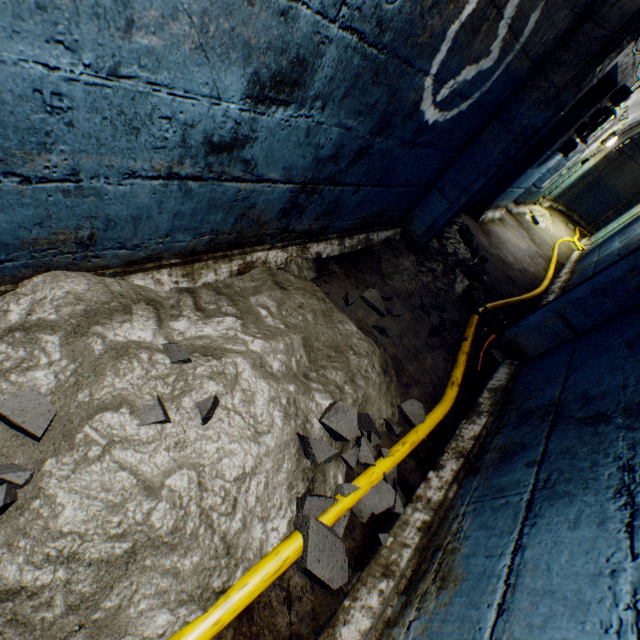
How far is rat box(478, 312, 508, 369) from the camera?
2.7 meters

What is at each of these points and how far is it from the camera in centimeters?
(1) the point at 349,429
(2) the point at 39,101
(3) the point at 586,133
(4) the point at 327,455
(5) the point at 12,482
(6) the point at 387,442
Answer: (1) rock, 156cm
(2) building tunnel, 78cm
(3) electrical box, 455cm
(4) rock, 141cm
(5) rock, 86cm
(6) building tunnel, 179cm

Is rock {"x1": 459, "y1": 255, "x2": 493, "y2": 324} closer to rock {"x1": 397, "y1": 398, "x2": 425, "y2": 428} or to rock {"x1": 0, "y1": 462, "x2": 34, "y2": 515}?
rock {"x1": 397, "y1": 398, "x2": 425, "y2": 428}

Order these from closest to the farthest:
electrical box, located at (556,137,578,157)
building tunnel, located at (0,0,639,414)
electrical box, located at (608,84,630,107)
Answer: building tunnel, located at (0,0,639,414)
electrical box, located at (608,84,630,107)
electrical box, located at (556,137,578,157)

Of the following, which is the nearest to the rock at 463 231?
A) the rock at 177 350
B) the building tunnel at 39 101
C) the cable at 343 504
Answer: the building tunnel at 39 101

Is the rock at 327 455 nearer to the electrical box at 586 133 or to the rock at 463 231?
the rock at 463 231

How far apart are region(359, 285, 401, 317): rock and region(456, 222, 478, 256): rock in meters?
2.0

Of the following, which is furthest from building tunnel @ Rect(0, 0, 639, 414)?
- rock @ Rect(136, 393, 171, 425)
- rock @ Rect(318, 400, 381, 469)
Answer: rock @ Rect(136, 393, 171, 425)
